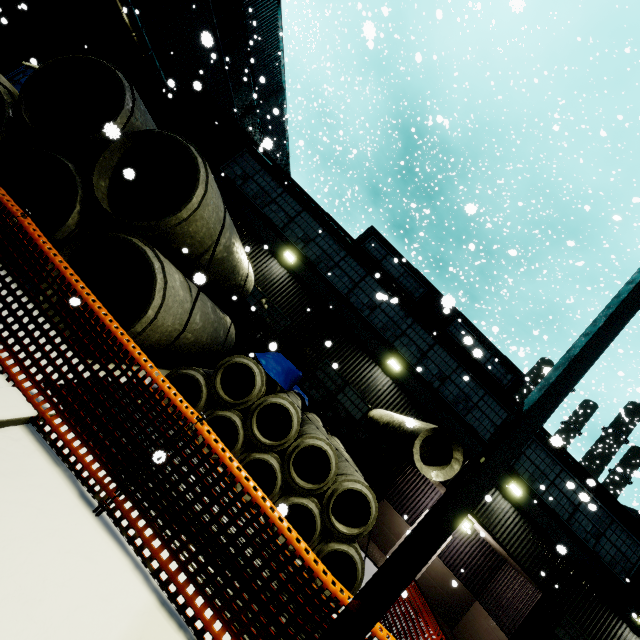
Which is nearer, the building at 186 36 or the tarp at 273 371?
the tarp at 273 371

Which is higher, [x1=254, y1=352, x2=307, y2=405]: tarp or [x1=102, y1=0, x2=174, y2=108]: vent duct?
[x1=102, y1=0, x2=174, y2=108]: vent duct

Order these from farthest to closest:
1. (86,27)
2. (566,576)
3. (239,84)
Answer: (239,84)
(86,27)
(566,576)

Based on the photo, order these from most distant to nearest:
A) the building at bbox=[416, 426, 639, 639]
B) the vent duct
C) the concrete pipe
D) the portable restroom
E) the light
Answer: the vent duct < the building at bbox=[416, 426, 639, 639] < the portable restroom < the concrete pipe < the light

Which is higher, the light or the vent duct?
the vent duct

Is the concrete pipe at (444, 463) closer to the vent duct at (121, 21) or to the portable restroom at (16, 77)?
the vent duct at (121, 21)

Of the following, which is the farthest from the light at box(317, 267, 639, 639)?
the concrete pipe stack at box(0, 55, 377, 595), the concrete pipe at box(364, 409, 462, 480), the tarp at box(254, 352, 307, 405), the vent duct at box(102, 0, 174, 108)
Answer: the vent duct at box(102, 0, 174, 108)

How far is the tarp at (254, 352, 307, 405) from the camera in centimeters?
692cm
